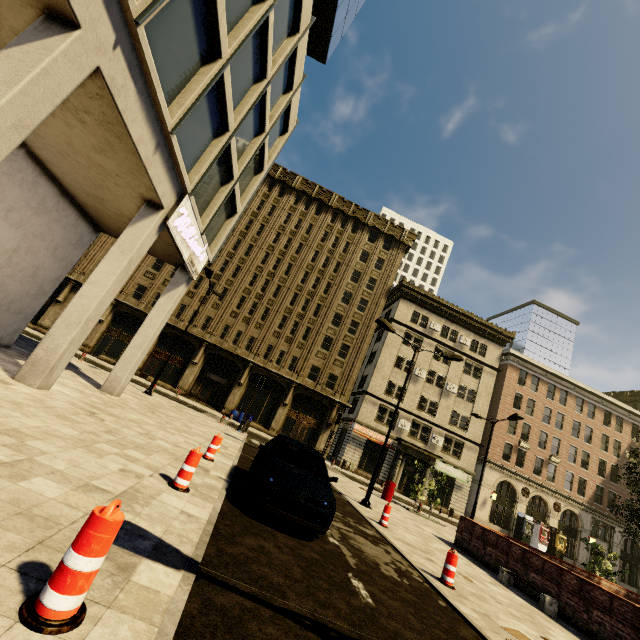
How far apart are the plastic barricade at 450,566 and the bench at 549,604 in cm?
400

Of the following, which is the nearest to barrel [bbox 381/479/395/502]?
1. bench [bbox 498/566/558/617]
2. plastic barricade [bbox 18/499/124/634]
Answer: bench [bbox 498/566/558/617]

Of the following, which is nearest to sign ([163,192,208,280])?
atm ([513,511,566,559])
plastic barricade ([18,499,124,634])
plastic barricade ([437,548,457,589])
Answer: plastic barricade ([18,499,124,634])

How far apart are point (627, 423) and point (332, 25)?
52.49m

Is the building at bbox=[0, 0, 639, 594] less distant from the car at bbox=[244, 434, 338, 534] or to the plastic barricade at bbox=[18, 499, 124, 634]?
the plastic barricade at bbox=[18, 499, 124, 634]

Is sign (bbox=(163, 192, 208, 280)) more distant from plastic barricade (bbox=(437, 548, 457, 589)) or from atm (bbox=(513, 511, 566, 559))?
atm (bbox=(513, 511, 566, 559))

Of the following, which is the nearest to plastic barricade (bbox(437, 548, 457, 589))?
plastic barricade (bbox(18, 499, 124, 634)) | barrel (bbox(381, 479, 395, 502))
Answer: plastic barricade (bbox(18, 499, 124, 634))

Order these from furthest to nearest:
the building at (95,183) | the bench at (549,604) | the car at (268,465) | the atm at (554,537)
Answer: the atm at (554,537)
the bench at (549,604)
the building at (95,183)
the car at (268,465)
